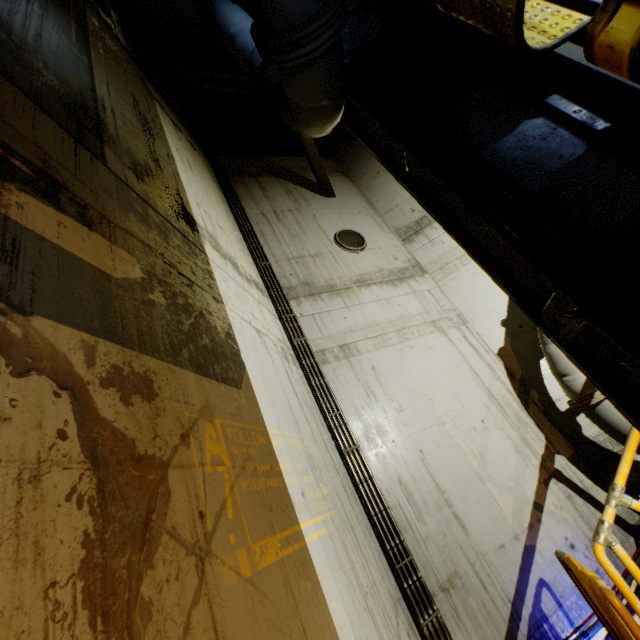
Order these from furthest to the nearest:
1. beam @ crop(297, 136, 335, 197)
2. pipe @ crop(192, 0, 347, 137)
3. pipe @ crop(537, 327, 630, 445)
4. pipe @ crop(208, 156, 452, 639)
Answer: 1. beam @ crop(297, 136, 335, 197)
2. pipe @ crop(537, 327, 630, 445)
3. pipe @ crop(208, 156, 452, 639)
4. pipe @ crop(192, 0, 347, 137)

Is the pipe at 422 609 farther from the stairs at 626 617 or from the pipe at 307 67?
the pipe at 307 67

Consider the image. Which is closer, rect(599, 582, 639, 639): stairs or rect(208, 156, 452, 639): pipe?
rect(599, 582, 639, 639): stairs

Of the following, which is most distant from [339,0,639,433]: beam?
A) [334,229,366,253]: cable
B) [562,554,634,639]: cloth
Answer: [562,554,634,639]: cloth

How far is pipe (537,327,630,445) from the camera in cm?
475

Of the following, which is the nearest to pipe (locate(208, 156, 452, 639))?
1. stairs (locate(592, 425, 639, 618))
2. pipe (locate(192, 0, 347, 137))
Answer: stairs (locate(592, 425, 639, 618))

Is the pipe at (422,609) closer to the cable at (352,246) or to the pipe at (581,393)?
the cable at (352,246)

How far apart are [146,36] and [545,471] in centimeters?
1759cm
